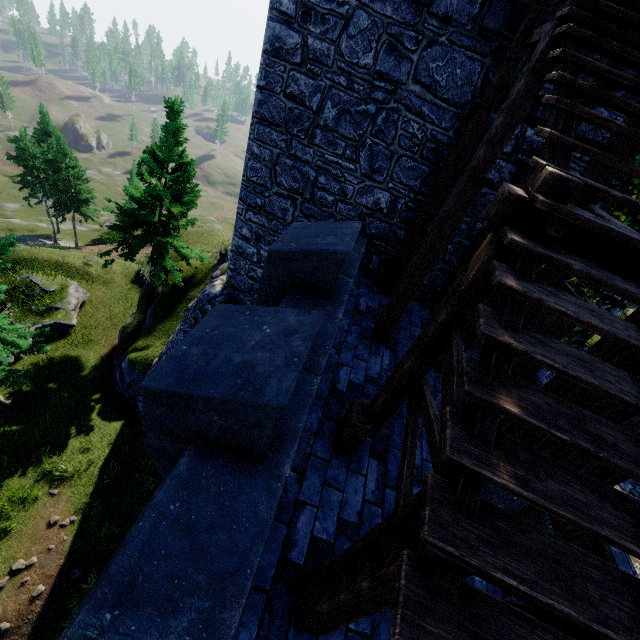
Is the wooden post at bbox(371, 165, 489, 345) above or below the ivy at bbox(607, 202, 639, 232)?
below

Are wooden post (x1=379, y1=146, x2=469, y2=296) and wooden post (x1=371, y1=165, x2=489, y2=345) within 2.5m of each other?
yes

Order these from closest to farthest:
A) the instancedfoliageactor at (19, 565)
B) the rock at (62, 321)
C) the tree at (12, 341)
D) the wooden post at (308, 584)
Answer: the wooden post at (308, 584)
the instancedfoliageactor at (19, 565)
the tree at (12, 341)
the rock at (62, 321)

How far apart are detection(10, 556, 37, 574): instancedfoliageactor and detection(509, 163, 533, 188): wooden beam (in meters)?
15.46

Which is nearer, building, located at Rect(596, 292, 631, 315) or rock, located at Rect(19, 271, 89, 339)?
building, located at Rect(596, 292, 631, 315)

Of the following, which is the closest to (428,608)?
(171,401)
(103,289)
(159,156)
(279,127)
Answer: (171,401)

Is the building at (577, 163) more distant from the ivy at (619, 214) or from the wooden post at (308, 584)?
the wooden post at (308, 584)

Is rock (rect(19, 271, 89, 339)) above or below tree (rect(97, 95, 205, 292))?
below
